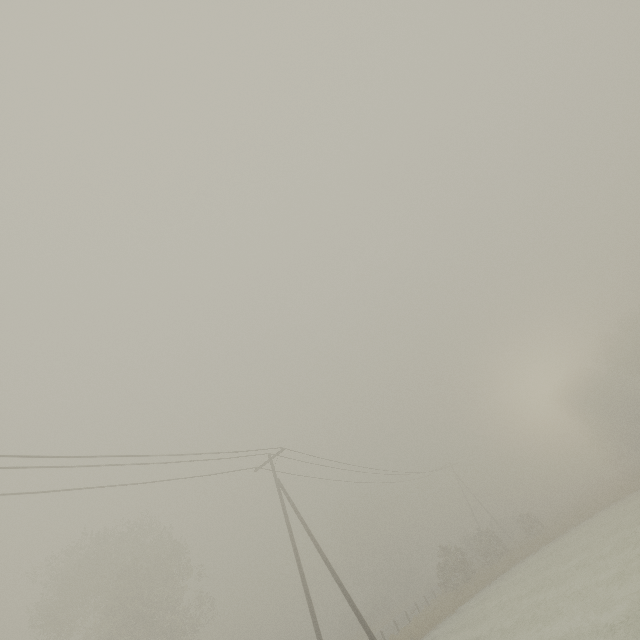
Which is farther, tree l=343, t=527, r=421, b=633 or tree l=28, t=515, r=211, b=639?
tree l=343, t=527, r=421, b=633

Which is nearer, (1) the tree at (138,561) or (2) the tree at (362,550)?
(1) the tree at (138,561)

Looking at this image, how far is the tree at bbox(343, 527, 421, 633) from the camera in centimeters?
4544cm

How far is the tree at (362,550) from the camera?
45.44m

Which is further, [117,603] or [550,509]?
[550,509]
